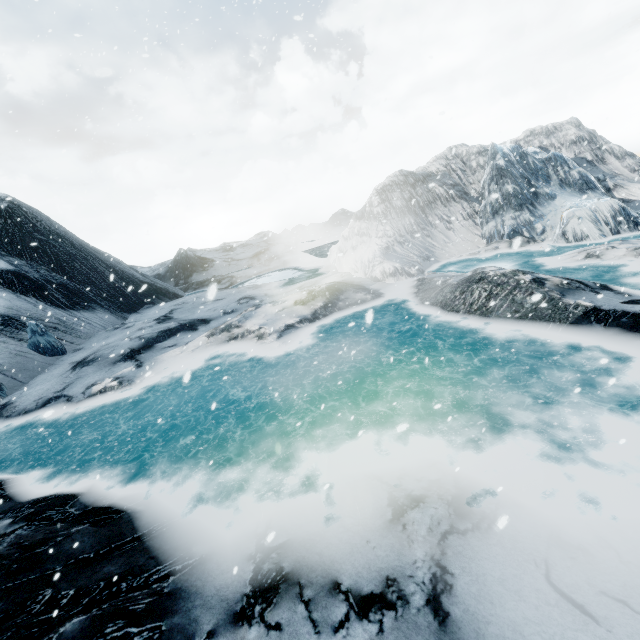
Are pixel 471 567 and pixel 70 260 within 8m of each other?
no
